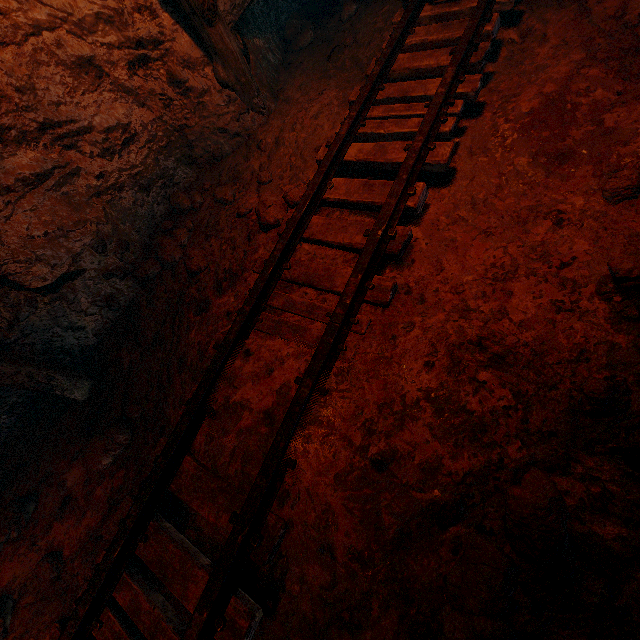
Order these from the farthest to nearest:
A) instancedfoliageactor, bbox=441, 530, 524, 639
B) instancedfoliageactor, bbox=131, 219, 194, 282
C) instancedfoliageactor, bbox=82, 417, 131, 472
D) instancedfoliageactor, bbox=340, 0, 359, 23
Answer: instancedfoliageactor, bbox=340, 0, 359, 23, instancedfoliageactor, bbox=131, 219, 194, 282, instancedfoliageactor, bbox=82, 417, 131, 472, instancedfoliageactor, bbox=441, 530, 524, 639

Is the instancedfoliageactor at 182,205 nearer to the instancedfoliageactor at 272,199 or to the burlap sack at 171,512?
the burlap sack at 171,512

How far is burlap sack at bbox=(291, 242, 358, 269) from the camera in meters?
2.4

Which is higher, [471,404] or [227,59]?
[227,59]

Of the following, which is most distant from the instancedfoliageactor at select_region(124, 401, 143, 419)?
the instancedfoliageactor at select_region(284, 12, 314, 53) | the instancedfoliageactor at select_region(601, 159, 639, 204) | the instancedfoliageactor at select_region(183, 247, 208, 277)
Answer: the instancedfoliageactor at select_region(284, 12, 314, 53)

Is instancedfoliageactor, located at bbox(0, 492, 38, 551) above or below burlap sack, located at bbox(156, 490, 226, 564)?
below

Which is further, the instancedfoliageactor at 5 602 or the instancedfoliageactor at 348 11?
the instancedfoliageactor at 348 11

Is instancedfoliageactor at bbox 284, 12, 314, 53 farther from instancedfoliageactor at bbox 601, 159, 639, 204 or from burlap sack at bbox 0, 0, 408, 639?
instancedfoliageactor at bbox 601, 159, 639, 204
